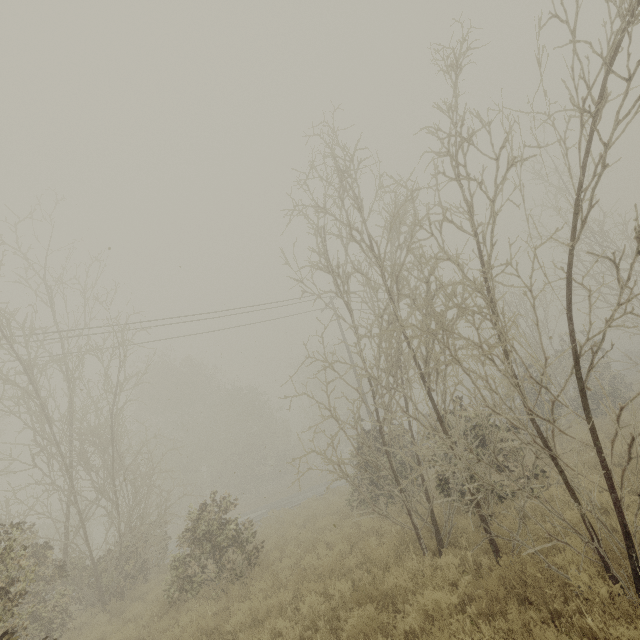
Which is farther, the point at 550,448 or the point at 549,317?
the point at 549,317
